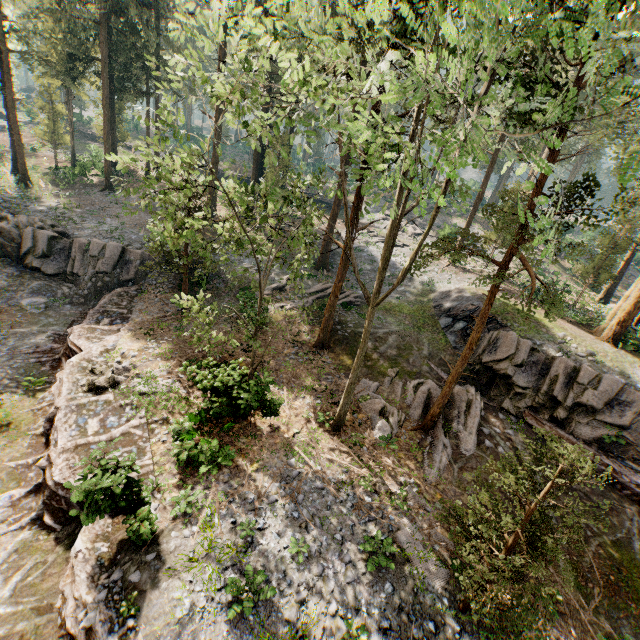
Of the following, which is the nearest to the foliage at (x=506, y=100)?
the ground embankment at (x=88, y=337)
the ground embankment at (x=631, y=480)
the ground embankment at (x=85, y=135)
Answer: the ground embankment at (x=88, y=337)

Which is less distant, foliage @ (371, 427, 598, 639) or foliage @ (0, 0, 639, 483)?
foliage @ (0, 0, 639, 483)

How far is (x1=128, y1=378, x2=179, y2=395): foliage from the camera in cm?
1413

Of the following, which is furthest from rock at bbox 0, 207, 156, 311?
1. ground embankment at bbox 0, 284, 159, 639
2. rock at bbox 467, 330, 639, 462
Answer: rock at bbox 467, 330, 639, 462

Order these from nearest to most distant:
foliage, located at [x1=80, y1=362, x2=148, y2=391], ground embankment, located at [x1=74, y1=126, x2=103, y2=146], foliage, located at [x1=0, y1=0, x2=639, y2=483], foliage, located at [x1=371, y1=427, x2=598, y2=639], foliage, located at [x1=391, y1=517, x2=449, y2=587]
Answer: foliage, located at [x1=0, y1=0, x2=639, y2=483]
foliage, located at [x1=371, y1=427, x2=598, y2=639]
foliage, located at [x1=391, y1=517, x2=449, y2=587]
foliage, located at [x1=80, y1=362, x2=148, y2=391]
ground embankment, located at [x1=74, y1=126, x2=103, y2=146]

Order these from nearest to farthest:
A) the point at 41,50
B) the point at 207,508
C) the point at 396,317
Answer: the point at 207,508, the point at 396,317, the point at 41,50

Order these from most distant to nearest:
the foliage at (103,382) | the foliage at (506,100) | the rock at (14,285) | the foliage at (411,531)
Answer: the rock at (14,285) < the foliage at (103,382) < the foliage at (411,531) < the foliage at (506,100)

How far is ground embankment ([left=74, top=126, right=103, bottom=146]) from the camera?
53.1 meters
